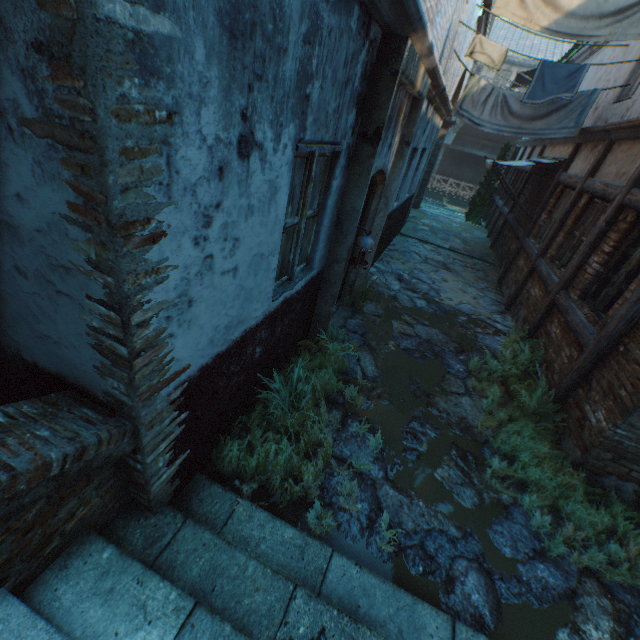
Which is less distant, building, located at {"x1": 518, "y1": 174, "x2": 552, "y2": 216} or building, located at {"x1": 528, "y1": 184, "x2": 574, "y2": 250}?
building, located at {"x1": 528, "y1": 184, "x2": 574, "y2": 250}

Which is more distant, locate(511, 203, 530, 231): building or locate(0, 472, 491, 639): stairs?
locate(511, 203, 530, 231): building

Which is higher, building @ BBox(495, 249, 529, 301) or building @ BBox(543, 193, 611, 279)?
building @ BBox(543, 193, 611, 279)

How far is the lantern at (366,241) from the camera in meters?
3.8 m

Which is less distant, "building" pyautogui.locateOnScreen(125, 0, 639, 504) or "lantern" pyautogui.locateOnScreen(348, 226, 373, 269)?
"building" pyautogui.locateOnScreen(125, 0, 639, 504)

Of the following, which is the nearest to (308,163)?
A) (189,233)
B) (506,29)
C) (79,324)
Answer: (189,233)

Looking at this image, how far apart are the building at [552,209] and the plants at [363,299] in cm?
411

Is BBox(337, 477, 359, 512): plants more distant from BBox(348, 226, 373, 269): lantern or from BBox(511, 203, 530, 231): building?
BBox(511, 203, 530, 231): building
